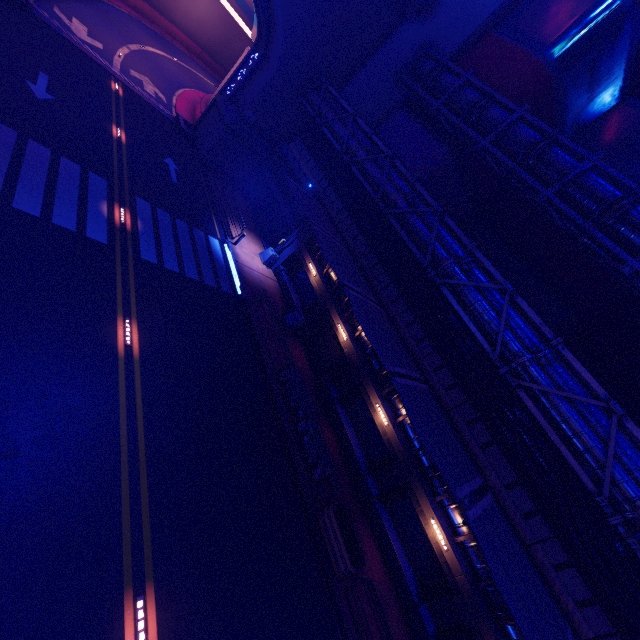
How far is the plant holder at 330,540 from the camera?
11.27m

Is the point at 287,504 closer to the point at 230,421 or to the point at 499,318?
the point at 230,421

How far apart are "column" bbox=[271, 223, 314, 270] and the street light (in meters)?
0.01

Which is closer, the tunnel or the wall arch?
the wall arch

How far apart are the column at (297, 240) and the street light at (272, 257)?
0.01m

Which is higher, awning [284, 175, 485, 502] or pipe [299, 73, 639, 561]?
pipe [299, 73, 639, 561]

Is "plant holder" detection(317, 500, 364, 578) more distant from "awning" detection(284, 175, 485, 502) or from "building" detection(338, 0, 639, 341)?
"building" detection(338, 0, 639, 341)

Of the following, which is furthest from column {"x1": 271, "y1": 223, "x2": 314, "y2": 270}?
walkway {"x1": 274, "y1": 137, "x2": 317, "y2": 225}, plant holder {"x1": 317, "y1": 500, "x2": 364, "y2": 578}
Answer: plant holder {"x1": 317, "y1": 500, "x2": 364, "y2": 578}
